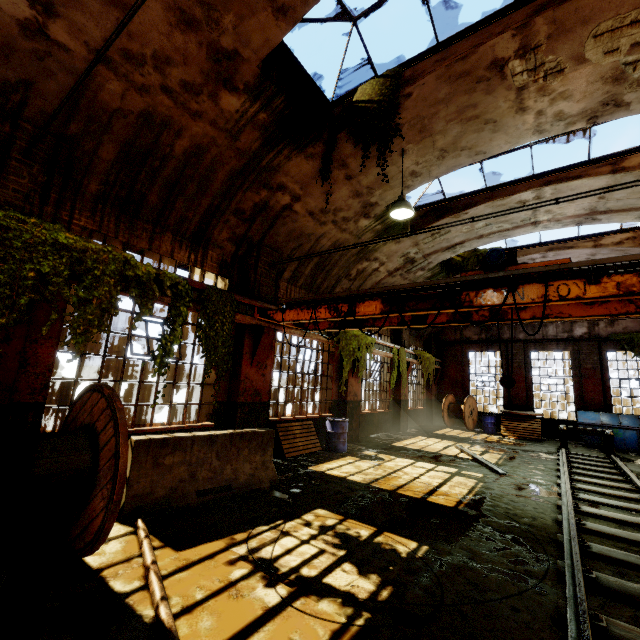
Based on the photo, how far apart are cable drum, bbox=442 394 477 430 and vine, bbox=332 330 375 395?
8.0 meters

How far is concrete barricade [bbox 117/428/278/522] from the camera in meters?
4.8 m

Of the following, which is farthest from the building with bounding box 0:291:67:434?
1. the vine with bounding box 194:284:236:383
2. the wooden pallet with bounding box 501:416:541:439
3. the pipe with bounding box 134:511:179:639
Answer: the wooden pallet with bounding box 501:416:541:439

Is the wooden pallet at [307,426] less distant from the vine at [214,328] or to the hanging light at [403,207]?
the vine at [214,328]

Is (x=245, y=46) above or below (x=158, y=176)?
above

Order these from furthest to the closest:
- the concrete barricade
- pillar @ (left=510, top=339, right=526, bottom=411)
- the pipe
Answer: pillar @ (left=510, top=339, right=526, bottom=411), the concrete barricade, the pipe

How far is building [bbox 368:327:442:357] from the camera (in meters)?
15.55

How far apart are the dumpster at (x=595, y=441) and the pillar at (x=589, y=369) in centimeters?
2cm
